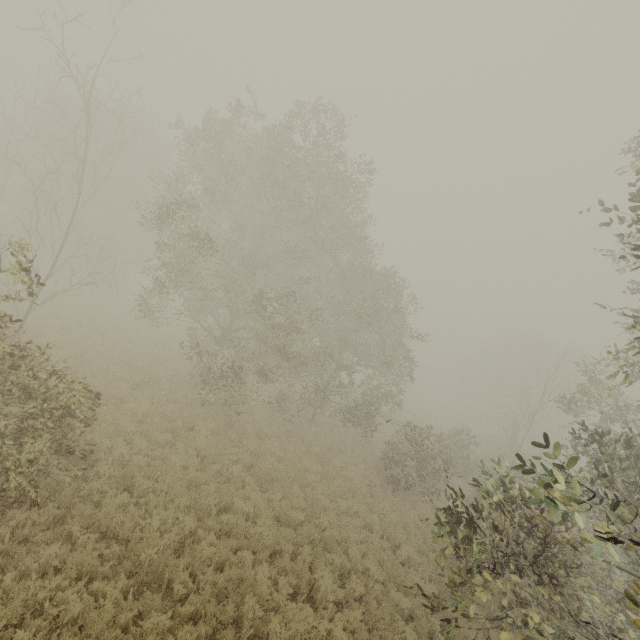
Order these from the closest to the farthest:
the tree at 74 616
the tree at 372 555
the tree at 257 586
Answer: the tree at 74 616 < the tree at 257 586 < the tree at 372 555

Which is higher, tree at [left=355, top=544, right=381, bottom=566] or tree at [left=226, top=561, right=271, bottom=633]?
tree at [left=355, top=544, right=381, bottom=566]

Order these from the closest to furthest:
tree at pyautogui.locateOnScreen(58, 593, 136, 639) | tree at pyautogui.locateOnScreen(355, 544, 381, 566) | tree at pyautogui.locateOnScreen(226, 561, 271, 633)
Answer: tree at pyautogui.locateOnScreen(58, 593, 136, 639) → tree at pyautogui.locateOnScreen(226, 561, 271, 633) → tree at pyautogui.locateOnScreen(355, 544, 381, 566)

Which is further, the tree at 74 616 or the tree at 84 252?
the tree at 84 252

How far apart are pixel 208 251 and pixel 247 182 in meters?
11.8

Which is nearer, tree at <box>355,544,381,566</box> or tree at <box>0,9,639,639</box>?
tree at <box>0,9,639,639</box>
